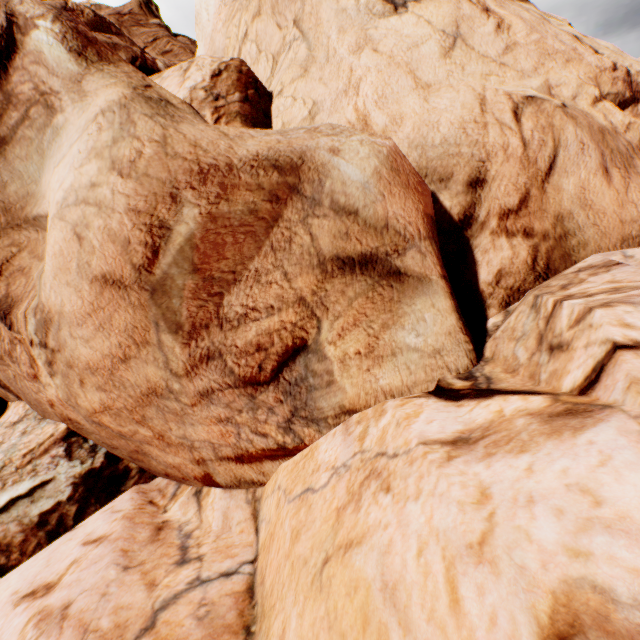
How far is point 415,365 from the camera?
5.37m
